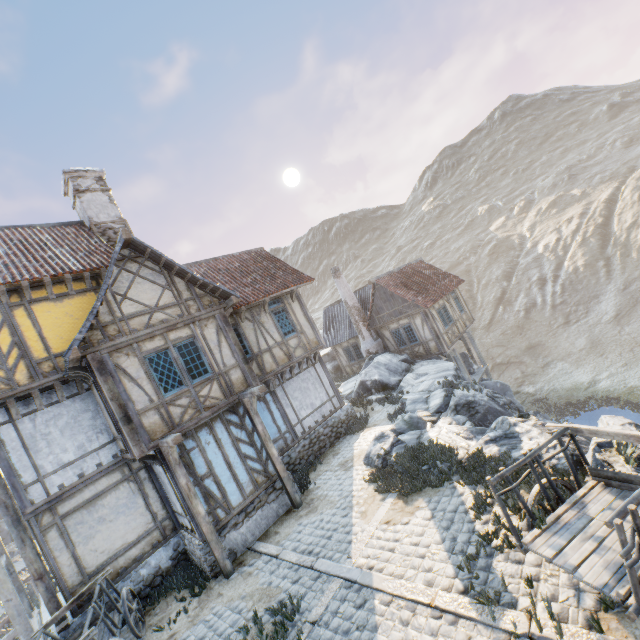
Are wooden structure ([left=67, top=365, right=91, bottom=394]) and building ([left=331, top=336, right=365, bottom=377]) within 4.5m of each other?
no

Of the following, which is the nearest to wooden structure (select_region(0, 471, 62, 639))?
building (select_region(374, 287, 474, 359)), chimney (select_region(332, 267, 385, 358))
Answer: chimney (select_region(332, 267, 385, 358))

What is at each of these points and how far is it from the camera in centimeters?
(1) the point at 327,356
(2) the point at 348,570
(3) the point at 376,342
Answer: (1) rock, 2925cm
(2) stone blocks, 676cm
(3) chimney, 2184cm

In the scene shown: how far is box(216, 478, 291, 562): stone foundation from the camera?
9.2 meters

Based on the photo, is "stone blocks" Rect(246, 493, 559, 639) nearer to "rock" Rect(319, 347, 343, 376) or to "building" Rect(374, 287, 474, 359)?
"rock" Rect(319, 347, 343, 376)

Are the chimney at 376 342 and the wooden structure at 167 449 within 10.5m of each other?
no

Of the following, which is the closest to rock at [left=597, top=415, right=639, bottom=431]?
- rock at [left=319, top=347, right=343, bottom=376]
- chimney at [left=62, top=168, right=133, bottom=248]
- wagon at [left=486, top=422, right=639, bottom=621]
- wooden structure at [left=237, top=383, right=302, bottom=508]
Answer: wagon at [left=486, top=422, right=639, bottom=621]

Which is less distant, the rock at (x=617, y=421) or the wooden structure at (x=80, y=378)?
the rock at (x=617, y=421)
